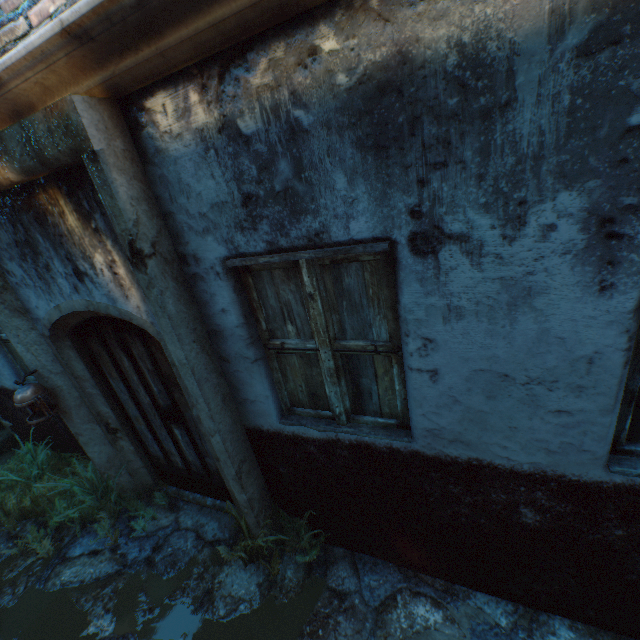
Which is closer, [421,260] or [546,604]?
[421,260]

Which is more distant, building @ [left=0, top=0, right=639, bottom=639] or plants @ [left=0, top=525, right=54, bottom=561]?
plants @ [left=0, top=525, right=54, bottom=561]

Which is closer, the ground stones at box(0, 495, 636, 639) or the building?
the building

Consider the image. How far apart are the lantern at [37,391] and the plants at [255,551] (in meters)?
1.92

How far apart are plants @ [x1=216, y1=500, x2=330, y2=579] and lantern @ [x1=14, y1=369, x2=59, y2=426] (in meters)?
1.92

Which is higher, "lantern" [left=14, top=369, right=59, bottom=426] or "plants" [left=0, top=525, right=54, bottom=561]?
"lantern" [left=14, top=369, right=59, bottom=426]

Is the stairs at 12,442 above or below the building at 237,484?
below

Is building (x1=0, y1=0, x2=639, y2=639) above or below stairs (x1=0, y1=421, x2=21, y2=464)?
above
